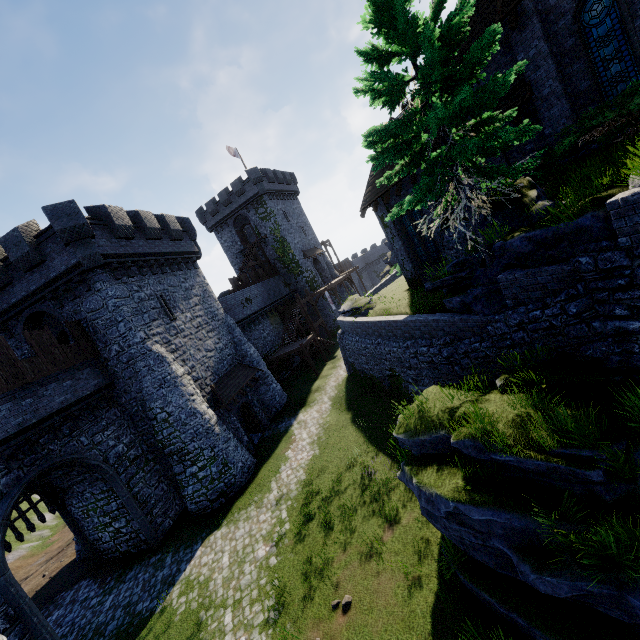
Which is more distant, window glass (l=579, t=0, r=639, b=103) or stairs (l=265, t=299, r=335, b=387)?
stairs (l=265, t=299, r=335, b=387)

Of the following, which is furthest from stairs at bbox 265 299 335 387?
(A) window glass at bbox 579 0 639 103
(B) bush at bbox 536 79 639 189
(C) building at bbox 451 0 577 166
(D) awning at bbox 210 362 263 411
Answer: (A) window glass at bbox 579 0 639 103

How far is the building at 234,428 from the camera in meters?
20.1

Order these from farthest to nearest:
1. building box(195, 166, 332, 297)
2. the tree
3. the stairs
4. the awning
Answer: building box(195, 166, 332, 297)
the stairs
the awning
the tree

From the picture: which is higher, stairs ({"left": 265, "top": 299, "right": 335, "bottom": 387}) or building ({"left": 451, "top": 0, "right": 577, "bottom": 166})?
building ({"left": 451, "top": 0, "right": 577, "bottom": 166})

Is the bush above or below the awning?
above

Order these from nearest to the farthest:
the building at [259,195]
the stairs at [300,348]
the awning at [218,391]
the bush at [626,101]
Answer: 1. the bush at [626,101]
2. the awning at [218,391]
3. the stairs at [300,348]
4. the building at [259,195]

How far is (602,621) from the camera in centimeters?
597cm
